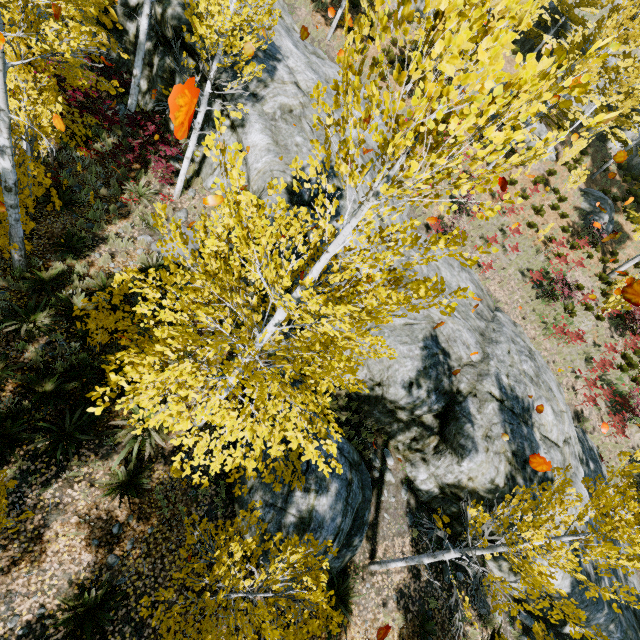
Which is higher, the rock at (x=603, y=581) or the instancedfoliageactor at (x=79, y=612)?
the rock at (x=603, y=581)

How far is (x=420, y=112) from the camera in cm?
254

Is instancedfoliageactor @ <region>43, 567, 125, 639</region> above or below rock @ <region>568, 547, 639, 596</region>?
below

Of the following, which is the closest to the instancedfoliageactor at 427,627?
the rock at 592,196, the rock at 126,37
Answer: the rock at 126,37

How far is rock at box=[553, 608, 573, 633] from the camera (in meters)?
10.24

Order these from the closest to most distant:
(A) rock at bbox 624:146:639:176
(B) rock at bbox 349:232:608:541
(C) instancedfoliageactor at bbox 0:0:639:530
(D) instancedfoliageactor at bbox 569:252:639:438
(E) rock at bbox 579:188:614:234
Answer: (C) instancedfoliageactor at bbox 0:0:639:530
(B) rock at bbox 349:232:608:541
(D) instancedfoliageactor at bbox 569:252:639:438
(E) rock at bbox 579:188:614:234
(A) rock at bbox 624:146:639:176

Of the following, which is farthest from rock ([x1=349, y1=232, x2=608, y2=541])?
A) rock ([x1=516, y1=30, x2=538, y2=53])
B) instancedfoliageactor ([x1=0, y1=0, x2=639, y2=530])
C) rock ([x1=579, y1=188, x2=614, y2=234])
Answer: rock ([x1=579, y1=188, x2=614, y2=234])
